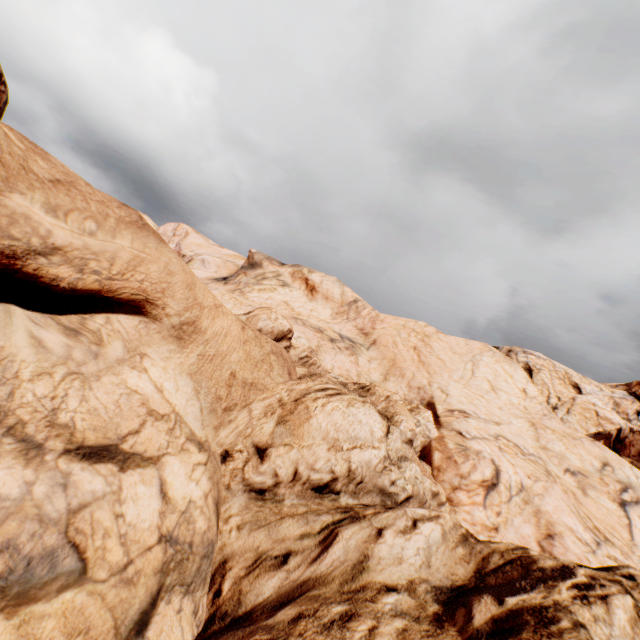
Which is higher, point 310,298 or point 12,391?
point 310,298
